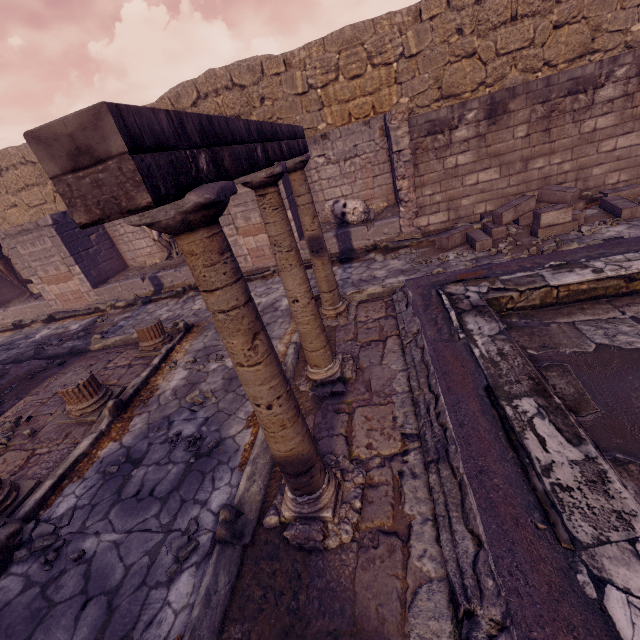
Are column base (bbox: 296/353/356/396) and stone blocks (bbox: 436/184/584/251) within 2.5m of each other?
no

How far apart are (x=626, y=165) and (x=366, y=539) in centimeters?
920cm

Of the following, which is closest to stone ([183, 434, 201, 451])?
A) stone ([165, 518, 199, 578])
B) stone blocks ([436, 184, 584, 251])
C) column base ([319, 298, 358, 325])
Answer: stone ([165, 518, 199, 578])

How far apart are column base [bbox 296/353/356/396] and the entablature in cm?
224

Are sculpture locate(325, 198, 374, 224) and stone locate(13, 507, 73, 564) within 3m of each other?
no

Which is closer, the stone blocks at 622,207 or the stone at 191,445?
the stone at 191,445

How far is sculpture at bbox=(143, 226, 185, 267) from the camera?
9.9m

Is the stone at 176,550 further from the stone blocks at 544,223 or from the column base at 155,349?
the stone blocks at 544,223
